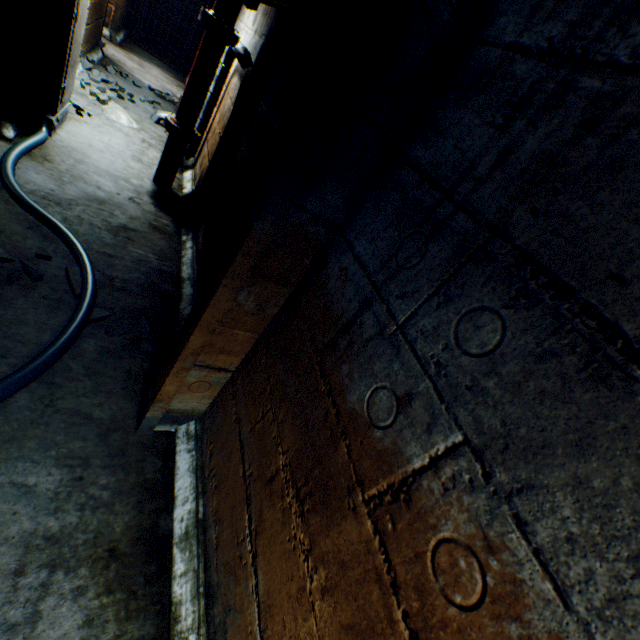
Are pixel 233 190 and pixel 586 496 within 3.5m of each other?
yes

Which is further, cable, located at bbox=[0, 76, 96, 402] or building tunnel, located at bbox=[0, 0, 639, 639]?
cable, located at bbox=[0, 76, 96, 402]

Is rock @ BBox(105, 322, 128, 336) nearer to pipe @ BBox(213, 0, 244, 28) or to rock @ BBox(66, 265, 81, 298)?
rock @ BBox(66, 265, 81, 298)

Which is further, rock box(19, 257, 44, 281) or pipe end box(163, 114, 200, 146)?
pipe end box(163, 114, 200, 146)

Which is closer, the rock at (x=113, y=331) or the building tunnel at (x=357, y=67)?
the building tunnel at (x=357, y=67)

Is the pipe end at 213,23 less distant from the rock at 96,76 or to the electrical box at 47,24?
the electrical box at 47,24

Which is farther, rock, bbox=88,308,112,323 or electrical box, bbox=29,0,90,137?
electrical box, bbox=29,0,90,137

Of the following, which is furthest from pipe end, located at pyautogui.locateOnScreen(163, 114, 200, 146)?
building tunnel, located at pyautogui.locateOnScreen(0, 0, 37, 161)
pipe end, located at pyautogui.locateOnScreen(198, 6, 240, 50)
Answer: pipe end, located at pyautogui.locateOnScreen(198, 6, 240, 50)
